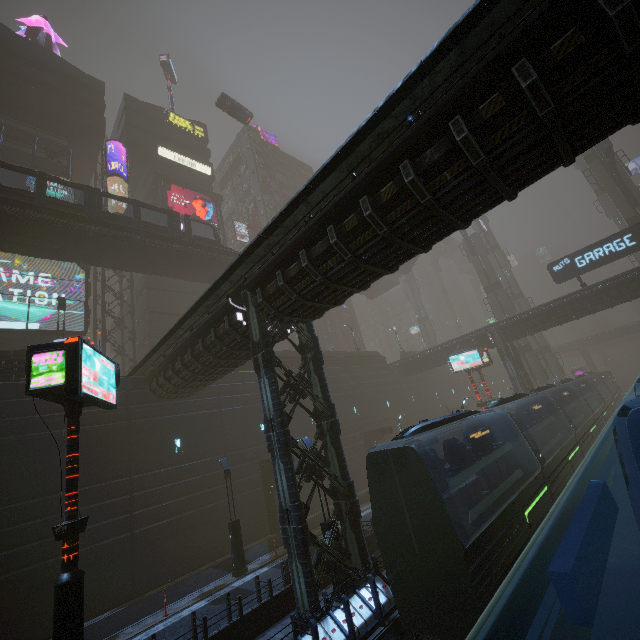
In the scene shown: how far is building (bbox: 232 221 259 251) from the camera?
54.6m

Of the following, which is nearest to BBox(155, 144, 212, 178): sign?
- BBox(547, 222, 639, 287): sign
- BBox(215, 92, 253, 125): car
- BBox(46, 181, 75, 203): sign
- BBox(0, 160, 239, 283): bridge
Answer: BBox(215, 92, 253, 125): car

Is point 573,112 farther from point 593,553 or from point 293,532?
point 293,532

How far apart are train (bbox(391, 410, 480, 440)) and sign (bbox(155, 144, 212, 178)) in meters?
47.9 m

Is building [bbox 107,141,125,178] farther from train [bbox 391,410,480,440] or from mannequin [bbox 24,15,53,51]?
train [bbox 391,410,480,440]

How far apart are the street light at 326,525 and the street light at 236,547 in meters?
6.6

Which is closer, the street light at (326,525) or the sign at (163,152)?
the street light at (326,525)

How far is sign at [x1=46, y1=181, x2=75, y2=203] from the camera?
30.92m
